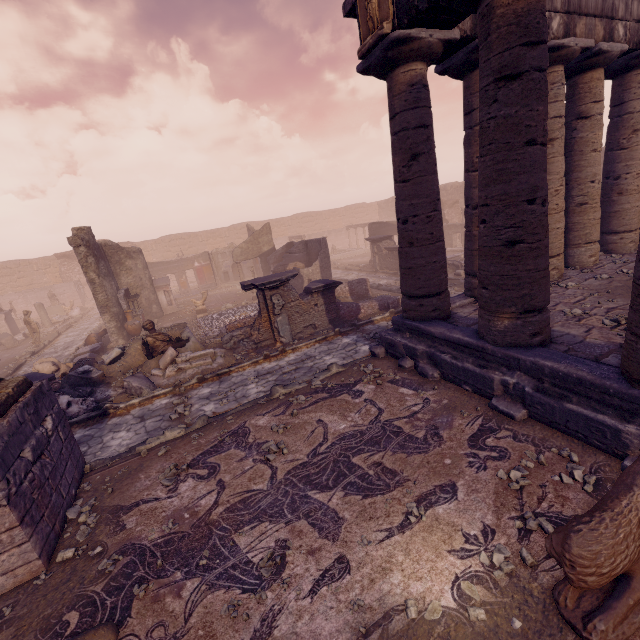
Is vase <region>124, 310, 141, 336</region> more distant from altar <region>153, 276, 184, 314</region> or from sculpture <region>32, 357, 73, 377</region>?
altar <region>153, 276, 184, 314</region>

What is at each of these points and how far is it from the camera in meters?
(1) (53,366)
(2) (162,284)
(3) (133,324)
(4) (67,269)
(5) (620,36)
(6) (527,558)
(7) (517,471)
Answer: (1) sculpture, 11.0
(2) altar, 18.7
(3) vase, 14.8
(4) wall arch, 31.6
(5) entablature, 8.1
(6) stone, 3.1
(7) stone, 4.0

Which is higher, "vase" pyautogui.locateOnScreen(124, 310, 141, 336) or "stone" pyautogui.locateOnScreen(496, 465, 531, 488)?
"vase" pyautogui.locateOnScreen(124, 310, 141, 336)

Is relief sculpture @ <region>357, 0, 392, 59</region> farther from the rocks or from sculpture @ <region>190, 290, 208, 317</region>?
sculpture @ <region>190, 290, 208, 317</region>

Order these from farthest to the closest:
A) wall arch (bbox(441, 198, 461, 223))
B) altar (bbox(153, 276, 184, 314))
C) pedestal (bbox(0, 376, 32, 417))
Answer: wall arch (bbox(441, 198, 461, 223)), altar (bbox(153, 276, 184, 314)), pedestal (bbox(0, 376, 32, 417))

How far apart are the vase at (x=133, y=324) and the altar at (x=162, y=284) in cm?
365

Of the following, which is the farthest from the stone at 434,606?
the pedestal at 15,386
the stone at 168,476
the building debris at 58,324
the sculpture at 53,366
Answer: the building debris at 58,324

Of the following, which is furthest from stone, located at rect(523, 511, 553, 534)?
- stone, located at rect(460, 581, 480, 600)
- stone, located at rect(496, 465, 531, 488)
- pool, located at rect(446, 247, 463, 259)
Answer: pool, located at rect(446, 247, 463, 259)
